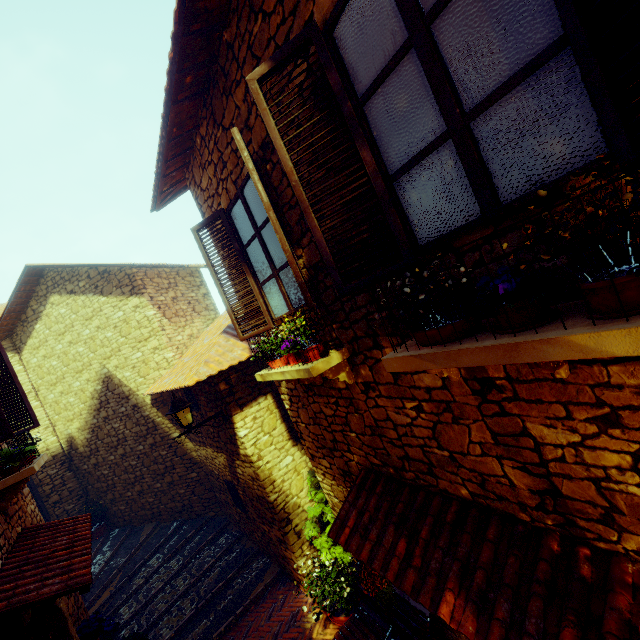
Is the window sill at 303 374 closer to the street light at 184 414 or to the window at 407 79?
the window at 407 79

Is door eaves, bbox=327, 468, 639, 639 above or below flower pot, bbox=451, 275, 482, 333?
below

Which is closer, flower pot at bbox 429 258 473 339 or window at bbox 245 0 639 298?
window at bbox 245 0 639 298

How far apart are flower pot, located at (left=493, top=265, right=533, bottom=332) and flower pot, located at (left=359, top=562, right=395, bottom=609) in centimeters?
302cm

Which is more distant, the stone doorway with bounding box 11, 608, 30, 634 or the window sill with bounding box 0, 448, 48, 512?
the window sill with bounding box 0, 448, 48, 512

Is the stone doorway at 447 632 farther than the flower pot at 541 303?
Yes

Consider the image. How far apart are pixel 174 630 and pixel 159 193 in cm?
789

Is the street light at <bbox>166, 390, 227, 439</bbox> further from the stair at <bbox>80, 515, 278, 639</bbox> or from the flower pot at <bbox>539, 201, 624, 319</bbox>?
the flower pot at <bbox>539, 201, 624, 319</bbox>
